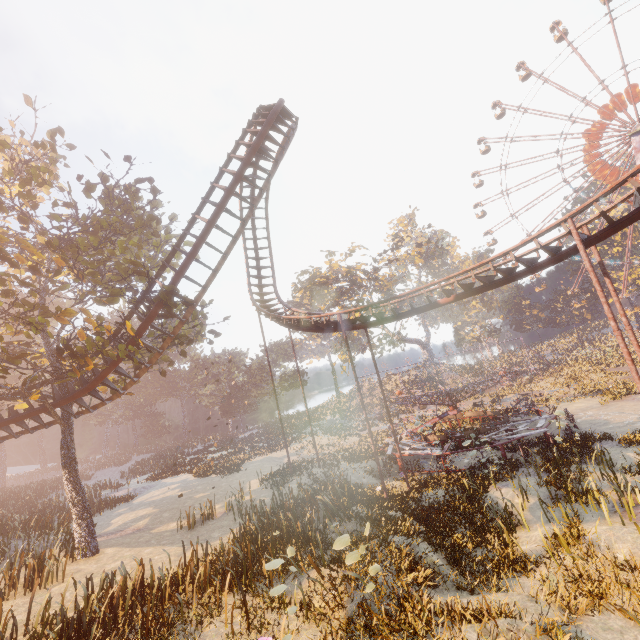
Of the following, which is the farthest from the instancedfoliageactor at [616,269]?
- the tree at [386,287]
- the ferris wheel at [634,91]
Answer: the tree at [386,287]

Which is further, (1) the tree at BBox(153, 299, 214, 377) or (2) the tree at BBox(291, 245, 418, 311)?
(2) the tree at BBox(291, 245, 418, 311)

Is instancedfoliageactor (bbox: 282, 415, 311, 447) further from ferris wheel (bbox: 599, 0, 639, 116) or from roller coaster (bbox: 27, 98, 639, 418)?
ferris wheel (bbox: 599, 0, 639, 116)

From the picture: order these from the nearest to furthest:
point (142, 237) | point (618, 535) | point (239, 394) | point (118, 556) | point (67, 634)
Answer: point (67, 634) < point (618, 535) < point (118, 556) < point (142, 237) < point (239, 394)

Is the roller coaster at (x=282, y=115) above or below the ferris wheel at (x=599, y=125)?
below

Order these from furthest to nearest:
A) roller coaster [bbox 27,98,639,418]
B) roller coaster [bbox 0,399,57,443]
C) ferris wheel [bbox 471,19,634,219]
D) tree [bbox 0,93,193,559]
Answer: ferris wheel [bbox 471,19,634,219] < roller coaster [bbox 0,399,57,443] < tree [bbox 0,93,193,559] < roller coaster [bbox 27,98,639,418]

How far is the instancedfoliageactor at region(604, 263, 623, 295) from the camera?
48.19m

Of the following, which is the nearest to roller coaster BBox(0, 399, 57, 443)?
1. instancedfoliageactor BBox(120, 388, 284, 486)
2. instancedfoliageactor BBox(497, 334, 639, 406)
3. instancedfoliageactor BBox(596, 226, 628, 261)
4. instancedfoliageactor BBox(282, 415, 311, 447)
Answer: instancedfoliageactor BBox(120, 388, 284, 486)
